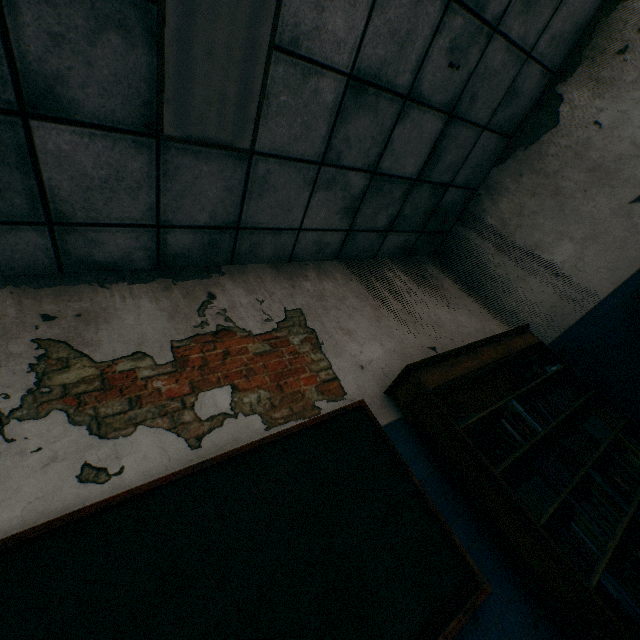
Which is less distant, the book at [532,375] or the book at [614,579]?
the book at [614,579]

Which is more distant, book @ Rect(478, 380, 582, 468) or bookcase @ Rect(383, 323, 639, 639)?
book @ Rect(478, 380, 582, 468)

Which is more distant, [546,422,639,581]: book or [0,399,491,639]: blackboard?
[546,422,639,581]: book

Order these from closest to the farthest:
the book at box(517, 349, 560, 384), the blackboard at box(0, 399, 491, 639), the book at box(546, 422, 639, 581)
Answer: the blackboard at box(0, 399, 491, 639)
the book at box(546, 422, 639, 581)
the book at box(517, 349, 560, 384)

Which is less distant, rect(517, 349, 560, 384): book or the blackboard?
the blackboard

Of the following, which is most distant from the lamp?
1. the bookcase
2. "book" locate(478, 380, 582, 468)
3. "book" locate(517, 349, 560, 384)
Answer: "book" locate(517, 349, 560, 384)

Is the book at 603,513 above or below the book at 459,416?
below

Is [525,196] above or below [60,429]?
above
